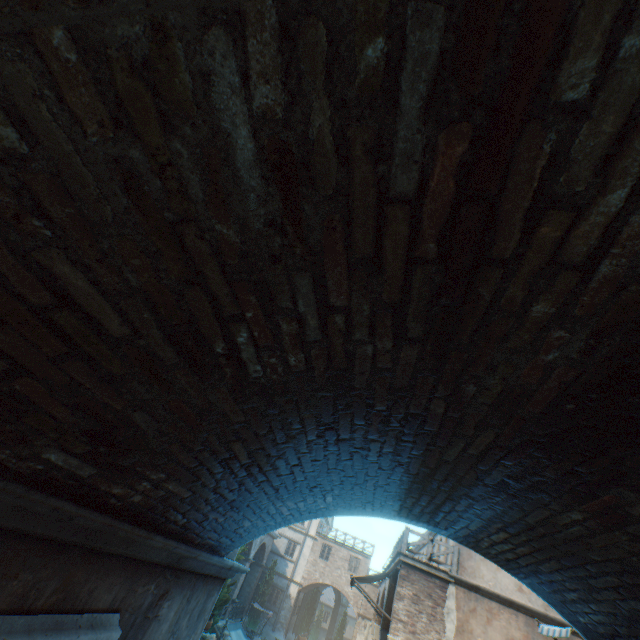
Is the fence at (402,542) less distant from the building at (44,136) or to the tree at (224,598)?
the building at (44,136)

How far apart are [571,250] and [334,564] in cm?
3969

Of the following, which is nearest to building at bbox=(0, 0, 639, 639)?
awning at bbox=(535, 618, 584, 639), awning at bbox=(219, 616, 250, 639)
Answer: awning at bbox=(535, 618, 584, 639)

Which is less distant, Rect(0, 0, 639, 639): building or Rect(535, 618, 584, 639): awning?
Rect(0, 0, 639, 639): building

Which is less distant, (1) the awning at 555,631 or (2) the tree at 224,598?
(1) the awning at 555,631

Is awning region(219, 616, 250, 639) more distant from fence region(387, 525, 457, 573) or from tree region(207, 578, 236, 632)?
fence region(387, 525, 457, 573)

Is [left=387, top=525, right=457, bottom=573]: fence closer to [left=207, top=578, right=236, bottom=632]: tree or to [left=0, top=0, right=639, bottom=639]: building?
[left=0, top=0, right=639, bottom=639]: building

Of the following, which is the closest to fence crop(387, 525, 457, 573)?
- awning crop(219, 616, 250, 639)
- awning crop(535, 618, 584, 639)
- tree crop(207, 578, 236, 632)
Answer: awning crop(535, 618, 584, 639)
